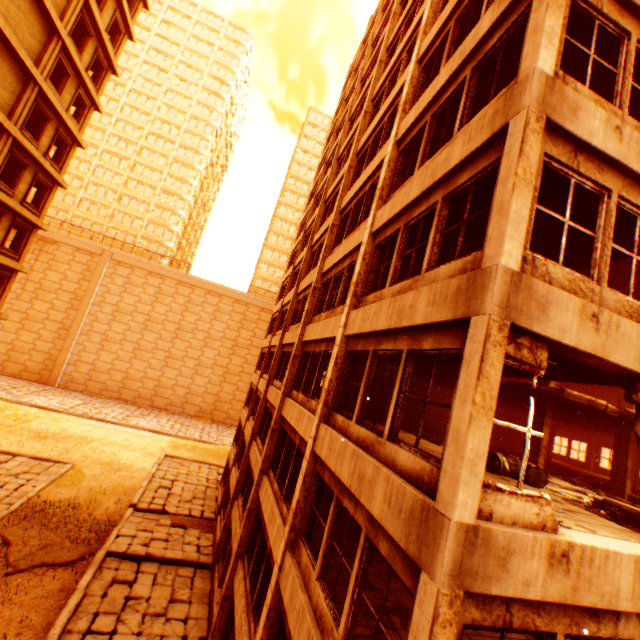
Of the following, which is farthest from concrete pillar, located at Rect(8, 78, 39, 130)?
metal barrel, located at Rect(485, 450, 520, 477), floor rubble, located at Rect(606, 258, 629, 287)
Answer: metal barrel, located at Rect(485, 450, 520, 477)

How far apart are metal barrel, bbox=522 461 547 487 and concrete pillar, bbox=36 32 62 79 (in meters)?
26.75

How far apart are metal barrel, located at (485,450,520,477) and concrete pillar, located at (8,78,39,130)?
24.5 meters

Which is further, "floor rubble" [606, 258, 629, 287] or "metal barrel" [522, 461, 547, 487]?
"floor rubble" [606, 258, 629, 287]

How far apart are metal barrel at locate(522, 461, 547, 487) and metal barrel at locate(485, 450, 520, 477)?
0.4 meters

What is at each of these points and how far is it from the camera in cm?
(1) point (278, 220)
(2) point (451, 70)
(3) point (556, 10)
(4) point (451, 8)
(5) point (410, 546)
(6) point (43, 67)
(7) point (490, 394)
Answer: (1) building, 5975
(2) wall corner piece, 725
(3) pillar, 472
(4) wall corner piece, 858
(5) wall corner piece, 387
(6) concrete pillar, 1633
(7) pillar, 374

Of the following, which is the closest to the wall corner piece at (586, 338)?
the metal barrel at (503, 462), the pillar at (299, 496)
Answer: the pillar at (299, 496)

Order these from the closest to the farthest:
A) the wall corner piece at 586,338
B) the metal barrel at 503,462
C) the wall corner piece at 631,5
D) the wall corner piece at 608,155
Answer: the wall corner piece at 586,338, the wall corner piece at 608,155, the wall corner piece at 631,5, the metal barrel at 503,462
